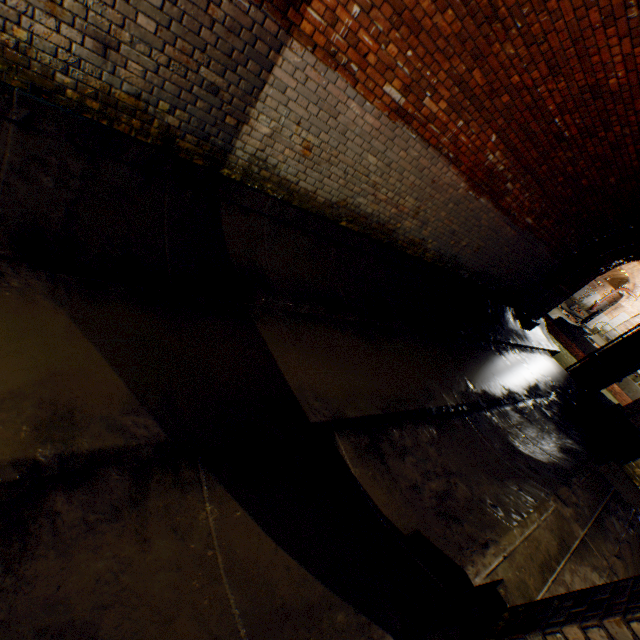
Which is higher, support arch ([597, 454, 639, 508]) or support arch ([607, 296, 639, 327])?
support arch ([607, 296, 639, 327])

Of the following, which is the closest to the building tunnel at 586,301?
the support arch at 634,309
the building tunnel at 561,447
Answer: the support arch at 634,309

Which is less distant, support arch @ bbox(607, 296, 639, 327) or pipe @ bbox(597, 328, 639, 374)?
pipe @ bbox(597, 328, 639, 374)

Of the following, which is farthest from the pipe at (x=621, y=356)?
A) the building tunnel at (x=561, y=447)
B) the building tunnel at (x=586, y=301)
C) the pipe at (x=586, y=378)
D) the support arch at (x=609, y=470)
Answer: the building tunnel at (x=586, y=301)

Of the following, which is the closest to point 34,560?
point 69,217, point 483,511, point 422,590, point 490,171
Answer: point 422,590

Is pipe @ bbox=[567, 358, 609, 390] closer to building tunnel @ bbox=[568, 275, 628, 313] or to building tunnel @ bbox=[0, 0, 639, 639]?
building tunnel @ bbox=[0, 0, 639, 639]

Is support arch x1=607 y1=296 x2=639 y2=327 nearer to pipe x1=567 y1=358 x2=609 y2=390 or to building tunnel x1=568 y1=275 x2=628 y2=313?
building tunnel x1=568 y1=275 x2=628 y2=313

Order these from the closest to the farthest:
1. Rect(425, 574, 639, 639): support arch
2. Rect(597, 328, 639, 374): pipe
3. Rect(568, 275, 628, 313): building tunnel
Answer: Rect(425, 574, 639, 639): support arch
Rect(597, 328, 639, 374): pipe
Rect(568, 275, 628, 313): building tunnel
